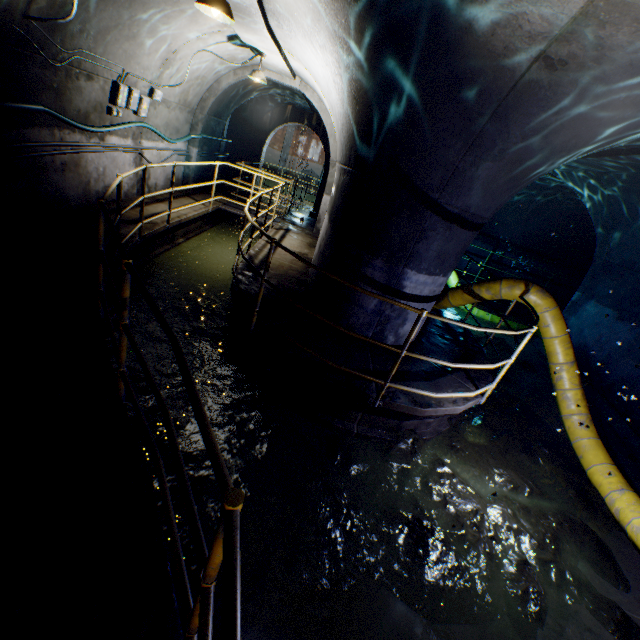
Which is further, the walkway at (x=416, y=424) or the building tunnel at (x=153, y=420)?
the building tunnel at (x=153, y=420)

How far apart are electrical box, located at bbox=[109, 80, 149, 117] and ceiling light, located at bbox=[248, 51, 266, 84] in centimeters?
225cm

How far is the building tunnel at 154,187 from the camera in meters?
8.2

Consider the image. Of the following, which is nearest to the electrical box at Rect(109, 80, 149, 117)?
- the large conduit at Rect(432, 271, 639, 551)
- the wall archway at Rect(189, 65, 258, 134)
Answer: the wall archway at Rect(189, 65, 258, 134)

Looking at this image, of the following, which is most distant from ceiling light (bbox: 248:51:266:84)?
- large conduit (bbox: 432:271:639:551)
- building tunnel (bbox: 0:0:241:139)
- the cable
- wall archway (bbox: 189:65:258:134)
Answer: large conduit (bbox: 432:271:639:551)

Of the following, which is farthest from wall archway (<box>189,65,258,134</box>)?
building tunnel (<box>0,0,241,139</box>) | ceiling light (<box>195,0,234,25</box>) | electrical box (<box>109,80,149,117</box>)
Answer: ceiling light (<box>195,0,234,25</box>)

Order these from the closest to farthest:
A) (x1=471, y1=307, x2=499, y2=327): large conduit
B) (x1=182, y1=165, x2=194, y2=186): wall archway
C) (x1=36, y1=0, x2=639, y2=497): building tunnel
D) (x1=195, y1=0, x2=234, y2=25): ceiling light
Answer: (x1=36, y1=0, x2=639, y2=497): building tunnel → (x1=195, y1=0, x2=234, y2=25): ceiling light → (x1=182, y1=165, x2=194, y2=186): wall archway → (x1=471, y1=307, x2=499, y2=327): large conduit

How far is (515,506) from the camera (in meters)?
4.07
